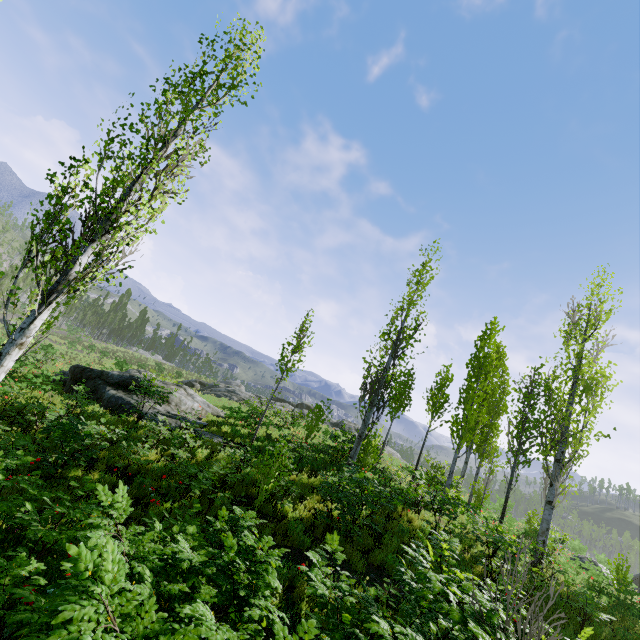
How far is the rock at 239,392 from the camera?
14.04m

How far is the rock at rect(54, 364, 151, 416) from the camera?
13.76m

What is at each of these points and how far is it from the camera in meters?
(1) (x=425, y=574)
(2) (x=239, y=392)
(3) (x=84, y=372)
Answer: (1) instancedfoliageactor, 4.0 m
(2) rock, 36.5 m
(3) rock, 16.0 m

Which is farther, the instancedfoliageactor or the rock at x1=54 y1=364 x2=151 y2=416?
the rock at x1=54 y1=364 x2=151 y2=416
